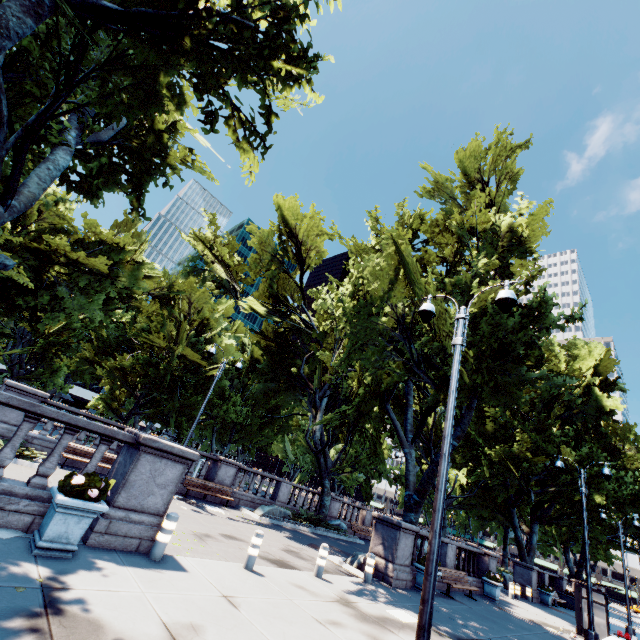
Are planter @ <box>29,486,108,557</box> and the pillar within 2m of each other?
yes

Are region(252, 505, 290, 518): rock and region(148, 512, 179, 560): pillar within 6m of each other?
no

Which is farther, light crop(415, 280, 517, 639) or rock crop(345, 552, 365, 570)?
rock crop(345, 552, 365, 570)

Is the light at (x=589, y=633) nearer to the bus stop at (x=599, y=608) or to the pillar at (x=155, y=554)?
the bus stop at (x=599, y=608)

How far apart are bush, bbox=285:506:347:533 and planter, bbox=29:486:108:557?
16.3 meters

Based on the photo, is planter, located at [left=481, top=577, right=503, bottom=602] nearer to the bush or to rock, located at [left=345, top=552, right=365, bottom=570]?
rock, located at [left=345, top=552, right=365, bottom=570]

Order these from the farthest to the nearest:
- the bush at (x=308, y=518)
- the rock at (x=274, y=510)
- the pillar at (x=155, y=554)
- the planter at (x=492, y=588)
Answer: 1. the bush at (x=308, y=518)
2. the rock at (x=274, y=510)
3. the planter at (x=492, y=588)
4. the pillar at (x=155, y=554)

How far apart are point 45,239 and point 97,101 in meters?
20.8 m
